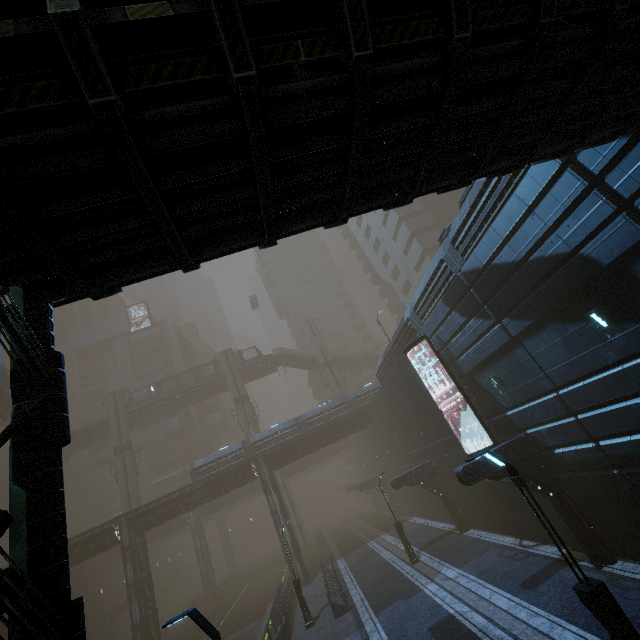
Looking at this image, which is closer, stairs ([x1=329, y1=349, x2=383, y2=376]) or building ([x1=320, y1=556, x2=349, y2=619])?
building ([x1=320, y1=556, x2=349, y2=619])

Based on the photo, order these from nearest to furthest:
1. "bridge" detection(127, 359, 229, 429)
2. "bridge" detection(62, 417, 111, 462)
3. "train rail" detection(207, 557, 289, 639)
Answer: "train rail" detection(207, 557, 289, 639) → "bridge" detection(62, 417, 111, 462) → "bridge" detection(127, 359, 229, 429)

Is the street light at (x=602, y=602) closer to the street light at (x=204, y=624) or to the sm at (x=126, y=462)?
the street light at (x=204, y=624)

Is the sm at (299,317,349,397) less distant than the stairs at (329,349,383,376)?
Yes

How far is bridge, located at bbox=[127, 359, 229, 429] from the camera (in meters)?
47.87

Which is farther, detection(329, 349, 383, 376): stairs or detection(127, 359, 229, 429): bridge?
detection(329, 349, 383, 376): stairs

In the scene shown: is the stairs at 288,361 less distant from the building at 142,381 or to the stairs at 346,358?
the stairs at 346,358

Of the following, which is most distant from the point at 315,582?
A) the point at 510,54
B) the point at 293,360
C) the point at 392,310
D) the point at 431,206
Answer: the point at 431,206
